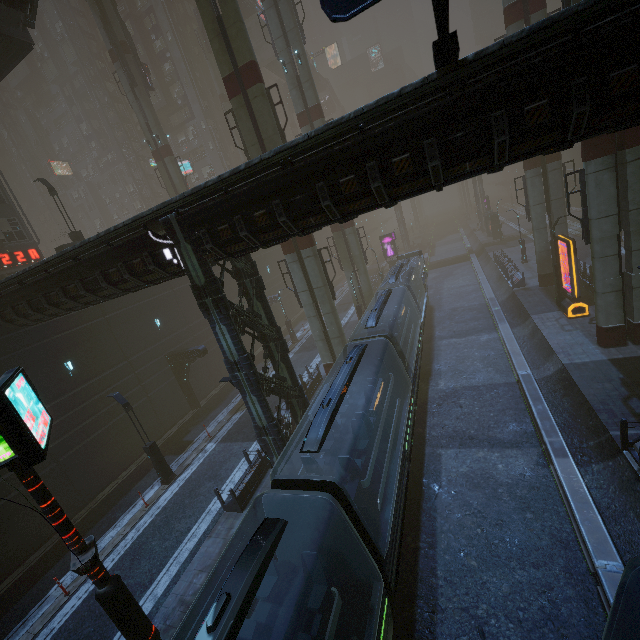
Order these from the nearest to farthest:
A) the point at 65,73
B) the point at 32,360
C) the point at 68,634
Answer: the point at 68,634, the point at 32,360, the point at 65,73

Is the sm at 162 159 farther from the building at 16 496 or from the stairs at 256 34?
the stairs at 256 34

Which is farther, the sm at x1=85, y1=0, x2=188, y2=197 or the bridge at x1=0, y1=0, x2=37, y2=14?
the sm at x1=85, y1=0, x2=188, y2=197

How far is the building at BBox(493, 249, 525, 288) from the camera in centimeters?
2728cm

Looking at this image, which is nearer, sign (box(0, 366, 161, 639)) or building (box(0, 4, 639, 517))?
sign (box(0, 366, 161, 639))

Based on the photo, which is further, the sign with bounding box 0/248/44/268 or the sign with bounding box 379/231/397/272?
the sign with bounding box 379/231/397/272

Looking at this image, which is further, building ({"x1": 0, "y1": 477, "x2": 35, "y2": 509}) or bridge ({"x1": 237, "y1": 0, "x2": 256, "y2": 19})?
bridge ({"x1": 237, "y1": 0, "x2": 256, "y2": 19})

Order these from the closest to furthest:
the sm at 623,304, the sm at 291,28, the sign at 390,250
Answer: the sm at 623,304 → the sm at 291,28 → the sign at 390,250
